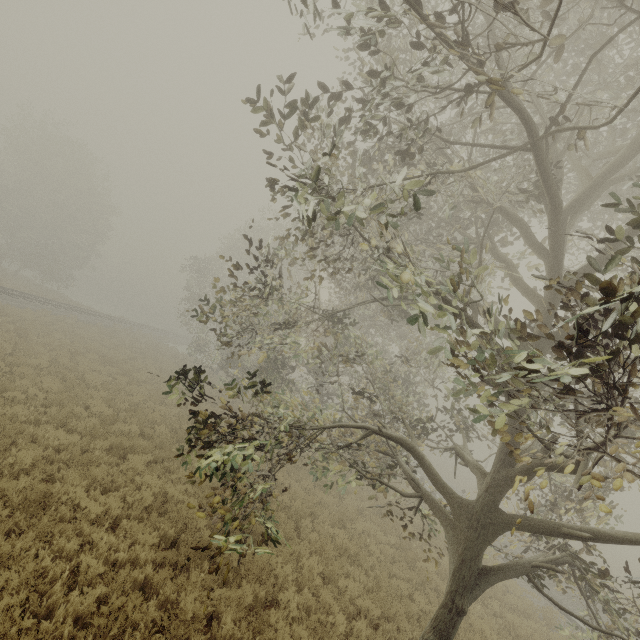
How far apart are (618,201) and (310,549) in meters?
9.8 m
